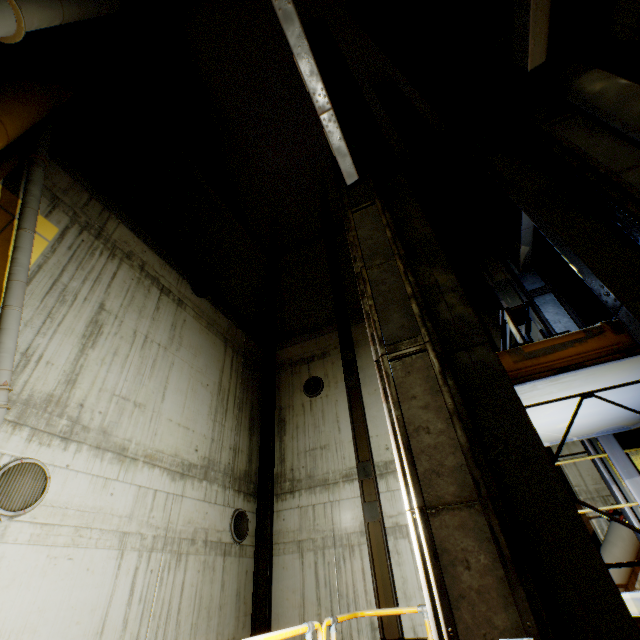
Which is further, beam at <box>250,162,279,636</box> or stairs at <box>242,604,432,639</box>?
beam at <box>250,162,279,636</box>

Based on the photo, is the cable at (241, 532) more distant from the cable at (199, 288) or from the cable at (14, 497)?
the cable at (199, 288)

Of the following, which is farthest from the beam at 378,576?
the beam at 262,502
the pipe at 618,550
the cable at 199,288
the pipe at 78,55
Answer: the pipe at 78,55

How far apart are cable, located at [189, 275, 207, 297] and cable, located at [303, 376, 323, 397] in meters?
4.7

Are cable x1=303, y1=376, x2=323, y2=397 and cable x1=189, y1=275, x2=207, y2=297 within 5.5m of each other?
yes

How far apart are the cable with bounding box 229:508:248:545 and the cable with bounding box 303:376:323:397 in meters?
4.0 m

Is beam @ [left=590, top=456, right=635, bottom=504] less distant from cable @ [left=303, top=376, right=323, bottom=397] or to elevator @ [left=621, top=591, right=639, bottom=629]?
elevator @ [left=621, top=591, right=639, bottom=629]

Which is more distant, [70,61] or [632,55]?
[70,61]
